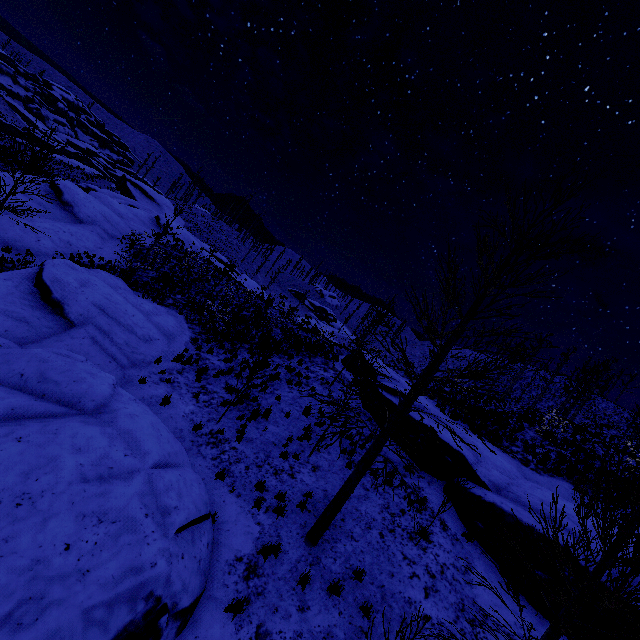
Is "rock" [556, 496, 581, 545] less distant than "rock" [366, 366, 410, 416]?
Yes

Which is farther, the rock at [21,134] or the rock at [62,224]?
the rock at [21,134]

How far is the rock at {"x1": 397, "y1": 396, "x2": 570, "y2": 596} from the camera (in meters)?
8.87

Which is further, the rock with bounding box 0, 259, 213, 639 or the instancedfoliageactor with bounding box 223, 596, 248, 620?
the instancedfoliageactor with bounding box 223, 596, 248, 620

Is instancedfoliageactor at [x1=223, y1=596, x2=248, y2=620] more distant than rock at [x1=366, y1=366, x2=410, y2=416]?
No

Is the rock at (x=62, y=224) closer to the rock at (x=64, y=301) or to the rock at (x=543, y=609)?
the rock at (x=64, y=301)

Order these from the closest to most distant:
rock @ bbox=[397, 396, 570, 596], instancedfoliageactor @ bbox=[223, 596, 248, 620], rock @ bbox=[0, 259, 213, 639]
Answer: rock @ bbox=[0, 259, 213, 639] → instancedfoliageactor @ bbox=[223, 596, 248, 620] → rock @ bbox=[397, 396, 570, 596]

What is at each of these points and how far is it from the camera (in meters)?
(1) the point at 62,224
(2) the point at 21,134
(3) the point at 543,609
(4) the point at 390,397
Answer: (1) rock, 20.45
(2) rock, 55.75
(3) rock, 8.10
(4) rock, 15.58
